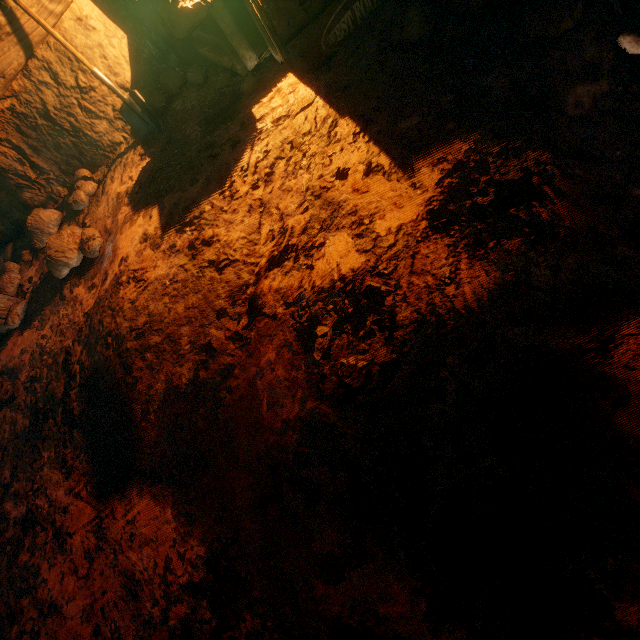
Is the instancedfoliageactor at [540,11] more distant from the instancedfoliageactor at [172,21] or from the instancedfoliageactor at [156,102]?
the instancedfoliageactor at [156,102]

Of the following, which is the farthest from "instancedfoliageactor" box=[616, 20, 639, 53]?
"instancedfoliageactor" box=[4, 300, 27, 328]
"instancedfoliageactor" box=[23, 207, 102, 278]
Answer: "instancedfoliageactor" box=[4, 300, 27, 328]

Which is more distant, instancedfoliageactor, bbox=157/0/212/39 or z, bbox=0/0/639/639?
instancedfoliageactor, bbox=157/0/212/39

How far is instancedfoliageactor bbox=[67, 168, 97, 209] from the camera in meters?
3.0 m

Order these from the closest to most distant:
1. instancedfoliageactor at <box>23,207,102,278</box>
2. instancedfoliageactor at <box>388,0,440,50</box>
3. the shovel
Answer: instancedfoliageactor at <box>388,0,440,50</box>
the shovel
instancedfoliageactor at <box>23,207,102,278</box>

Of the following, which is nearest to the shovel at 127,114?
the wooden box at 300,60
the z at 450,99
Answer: the z at 450,99

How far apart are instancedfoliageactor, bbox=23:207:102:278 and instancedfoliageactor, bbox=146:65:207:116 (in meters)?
1.09

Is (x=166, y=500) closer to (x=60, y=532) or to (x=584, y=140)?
(x=60, y=532)
